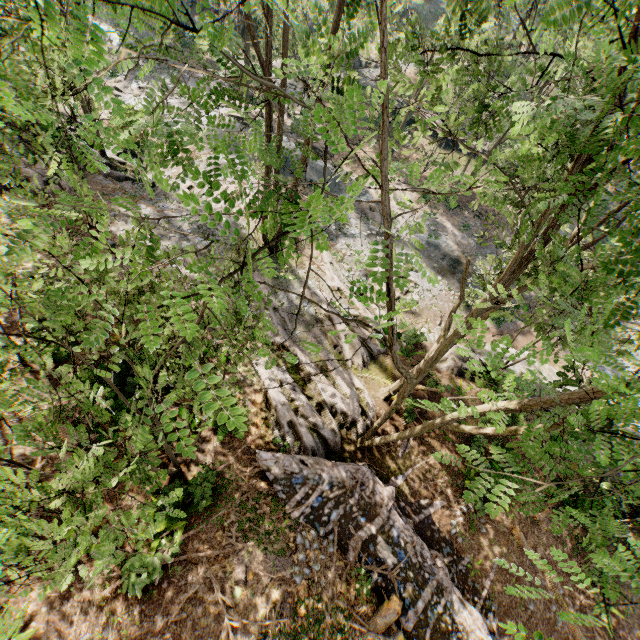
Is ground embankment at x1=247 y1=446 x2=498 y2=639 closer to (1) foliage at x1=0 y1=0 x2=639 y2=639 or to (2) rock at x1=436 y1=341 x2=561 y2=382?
Answer: (1) foliage at x1=0 y1=0 x2=639 y2=639

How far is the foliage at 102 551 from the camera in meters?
3.4 m

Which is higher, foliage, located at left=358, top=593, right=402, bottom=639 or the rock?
foliage, located at left=358, top=593, right=402, bottom=639

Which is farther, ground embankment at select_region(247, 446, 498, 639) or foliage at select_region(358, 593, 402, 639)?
ground embankment at select_region(247, 446, 498, 639)

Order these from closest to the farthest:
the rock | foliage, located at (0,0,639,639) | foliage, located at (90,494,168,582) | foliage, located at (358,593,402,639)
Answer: foliage, located at (0,0,639,639) → foliage, located at (90,494,168,582) → foliage, located at (358,593,402,639) → the rock

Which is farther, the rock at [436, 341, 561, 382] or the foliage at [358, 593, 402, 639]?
the rock at [436, 341, 561, 382]

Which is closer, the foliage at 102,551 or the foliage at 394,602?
the foliage at 102,551

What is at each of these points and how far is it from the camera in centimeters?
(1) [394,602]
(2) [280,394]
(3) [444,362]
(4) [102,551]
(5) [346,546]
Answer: (1) foliage, 987cm
(2) foliage, 1345cm
(3) rock, 1900cm
(4) foliage, 326cm
(5) ground embankment, 1081cm
